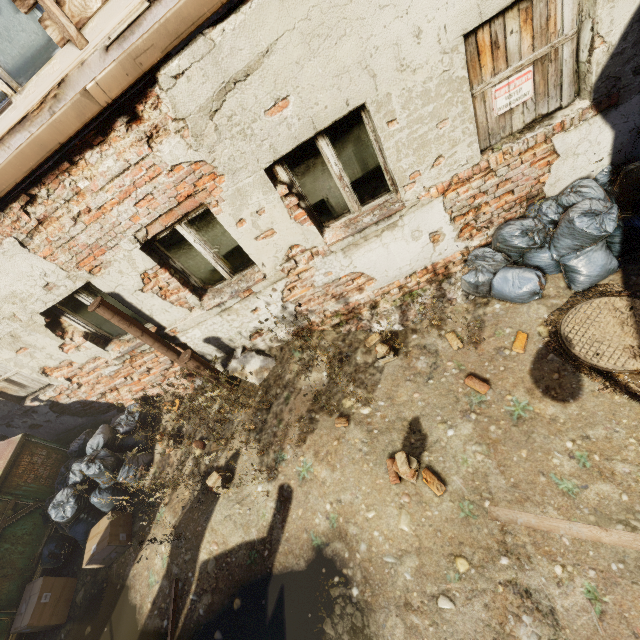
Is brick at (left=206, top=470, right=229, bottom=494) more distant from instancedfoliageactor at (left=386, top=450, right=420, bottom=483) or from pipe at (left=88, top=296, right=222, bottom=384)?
instancedfoliageactor at (left=386, top=450, right=420, bottom=483)

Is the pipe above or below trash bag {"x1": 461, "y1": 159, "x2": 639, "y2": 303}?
above

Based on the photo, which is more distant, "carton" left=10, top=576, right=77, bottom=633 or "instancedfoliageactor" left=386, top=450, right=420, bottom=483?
"carton" left=10, top=576, right=77, bottom=633

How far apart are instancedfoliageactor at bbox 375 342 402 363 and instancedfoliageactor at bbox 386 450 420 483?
1.3m

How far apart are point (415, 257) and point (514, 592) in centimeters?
349cm

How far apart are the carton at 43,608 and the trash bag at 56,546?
0.33m

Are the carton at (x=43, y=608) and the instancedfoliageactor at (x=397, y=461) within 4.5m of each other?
no

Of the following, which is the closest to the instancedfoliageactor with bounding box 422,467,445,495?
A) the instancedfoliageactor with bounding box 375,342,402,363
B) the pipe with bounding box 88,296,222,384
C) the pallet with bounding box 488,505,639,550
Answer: the pallet with bounding box 488,505,639,550
